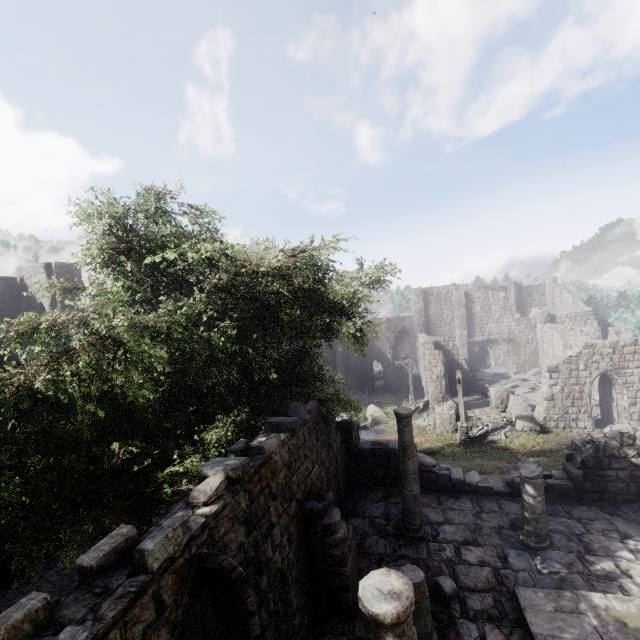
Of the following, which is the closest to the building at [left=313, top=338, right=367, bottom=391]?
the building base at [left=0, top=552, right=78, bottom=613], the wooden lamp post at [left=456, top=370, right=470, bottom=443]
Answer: the building base at [left=0, top=552, right=78, bottom=613]

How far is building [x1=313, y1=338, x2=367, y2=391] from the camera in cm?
3921

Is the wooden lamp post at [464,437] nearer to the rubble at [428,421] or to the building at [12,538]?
the building at [12,538]

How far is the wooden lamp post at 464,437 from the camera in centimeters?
2106cm

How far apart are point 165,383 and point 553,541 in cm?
1218

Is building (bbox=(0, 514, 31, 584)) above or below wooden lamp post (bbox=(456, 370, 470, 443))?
above

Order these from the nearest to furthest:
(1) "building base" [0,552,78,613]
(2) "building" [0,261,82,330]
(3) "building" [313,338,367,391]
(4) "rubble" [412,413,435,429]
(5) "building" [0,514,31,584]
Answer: (1) "building base" [0,552,78,613]
(5) "building" [0,514,31,584]
(2) "building" [0,261,82,330]
(4) "rubble" [412,413,435,429]
(3) "building" [313,338,367,391]

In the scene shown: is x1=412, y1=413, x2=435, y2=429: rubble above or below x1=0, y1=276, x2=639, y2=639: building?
below
